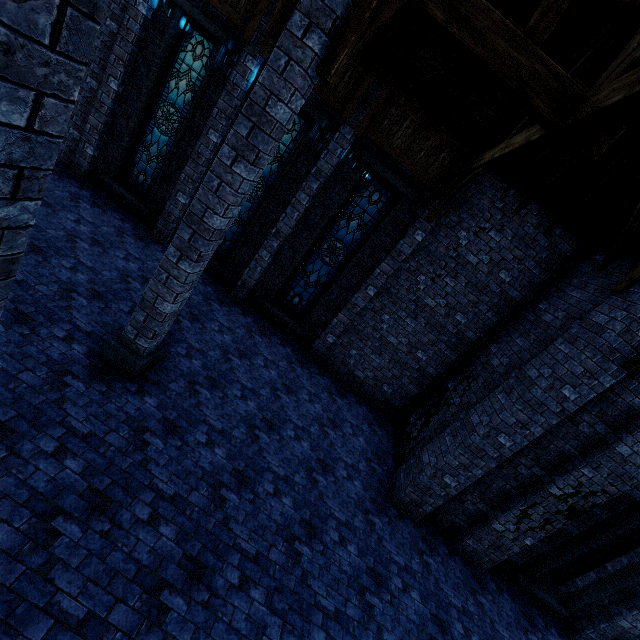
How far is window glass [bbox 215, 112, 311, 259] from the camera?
8.7 meters

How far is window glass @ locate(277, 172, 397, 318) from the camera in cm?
884

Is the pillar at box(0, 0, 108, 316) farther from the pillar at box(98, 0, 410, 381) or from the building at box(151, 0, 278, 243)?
the pillar at box(98, 0, 410, 381)

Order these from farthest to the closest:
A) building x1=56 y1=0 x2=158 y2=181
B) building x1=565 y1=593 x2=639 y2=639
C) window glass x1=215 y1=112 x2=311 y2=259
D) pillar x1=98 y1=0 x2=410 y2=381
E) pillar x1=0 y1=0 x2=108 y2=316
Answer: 1. window glass x1=215 y1=112 x2=311 y2=259
2. building x1=56 y1=0 x2=158 y2=181
3. building x1=565 y1=593 x2=639 y2=639
4. pillar x1=98 y1=0 x2=410 y2=381
5. pillar x1=0 y1=0 x2=108 y2=316

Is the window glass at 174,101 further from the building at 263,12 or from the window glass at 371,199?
the window glass at 371,199

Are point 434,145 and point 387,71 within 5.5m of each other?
yes

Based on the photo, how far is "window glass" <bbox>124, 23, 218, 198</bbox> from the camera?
8.46m

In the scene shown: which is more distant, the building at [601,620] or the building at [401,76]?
the building at [601,620]
